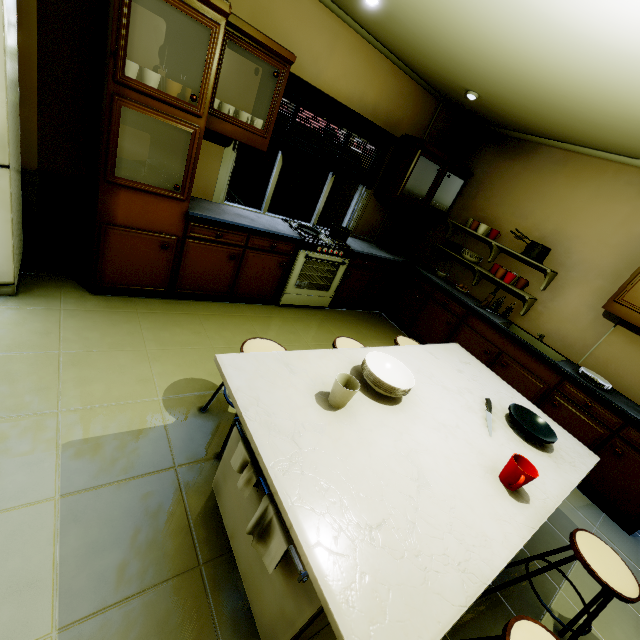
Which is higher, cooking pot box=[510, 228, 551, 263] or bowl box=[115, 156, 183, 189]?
cooking pot box=[510, 228, 551, 263]

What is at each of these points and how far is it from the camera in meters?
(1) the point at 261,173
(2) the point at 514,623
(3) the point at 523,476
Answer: (1) fence, 7.5
(2) chair, 1.1
(3) cup, 1.3

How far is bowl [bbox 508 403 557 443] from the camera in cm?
177

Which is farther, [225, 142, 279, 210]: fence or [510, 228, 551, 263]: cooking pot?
[225, 142, 279, 210]: fence

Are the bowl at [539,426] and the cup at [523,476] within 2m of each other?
yes

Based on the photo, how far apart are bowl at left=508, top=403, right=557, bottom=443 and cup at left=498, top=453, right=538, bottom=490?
0.54m

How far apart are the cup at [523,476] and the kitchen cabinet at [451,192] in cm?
216

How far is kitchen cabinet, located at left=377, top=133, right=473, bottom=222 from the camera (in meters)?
3.83
